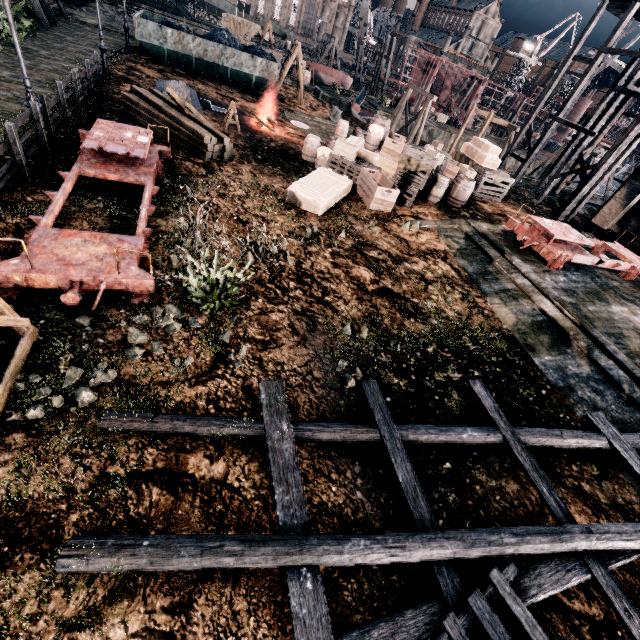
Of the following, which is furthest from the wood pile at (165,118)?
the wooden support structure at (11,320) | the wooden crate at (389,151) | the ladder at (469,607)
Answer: the ladder at (469,607)

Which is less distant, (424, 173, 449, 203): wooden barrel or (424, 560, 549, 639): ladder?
(424, 560, 549, 639): ladder

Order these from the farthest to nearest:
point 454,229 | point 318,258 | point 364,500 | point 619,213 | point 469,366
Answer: point 619,213, point 454,229, point 318,258, point 469,366, point 364,500

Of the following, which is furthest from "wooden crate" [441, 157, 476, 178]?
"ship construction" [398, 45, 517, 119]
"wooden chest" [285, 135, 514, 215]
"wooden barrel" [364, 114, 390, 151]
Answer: "ship construction" [398, 45, 517, 119]

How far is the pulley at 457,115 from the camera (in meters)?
50.12

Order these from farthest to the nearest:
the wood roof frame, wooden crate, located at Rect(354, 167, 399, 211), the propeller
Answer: the propeller → the wood roof frame → wooden crate, located at Rect(354, 167, 399, 211)

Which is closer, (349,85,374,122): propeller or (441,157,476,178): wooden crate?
(441,157,476,178): wooden crate

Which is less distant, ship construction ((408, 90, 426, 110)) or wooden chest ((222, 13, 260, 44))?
wooden chest ((222, 13, 260, 44))
